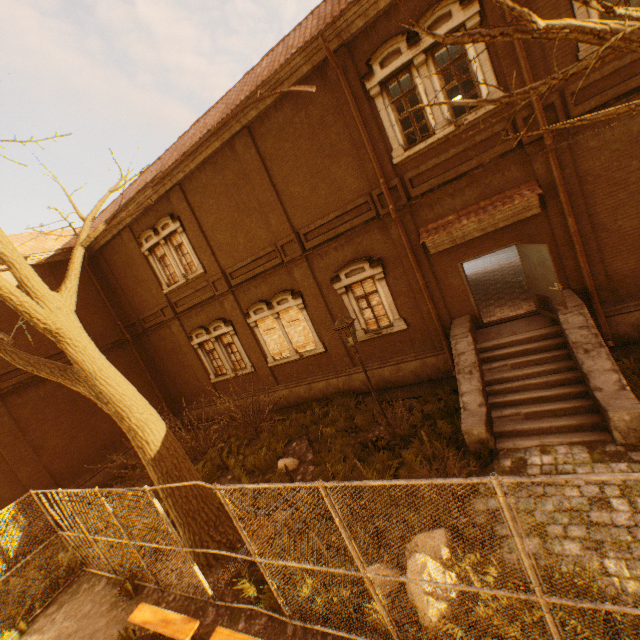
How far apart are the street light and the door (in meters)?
4.21

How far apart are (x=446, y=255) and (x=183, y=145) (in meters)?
10.72

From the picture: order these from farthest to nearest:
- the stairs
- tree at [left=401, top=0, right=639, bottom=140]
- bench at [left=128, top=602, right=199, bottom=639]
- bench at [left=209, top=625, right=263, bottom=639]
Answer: the stairs < bench at [left=128, top=602, right=199, bottom=639] < bench at [left=209, top=625, right=263, bottom=639] < tree at [left=401, top=0, right=639, bottom=140]

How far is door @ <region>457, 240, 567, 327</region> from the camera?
7.8 meters

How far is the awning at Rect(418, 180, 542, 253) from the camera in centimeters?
838cm

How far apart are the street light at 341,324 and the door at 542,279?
4.21m

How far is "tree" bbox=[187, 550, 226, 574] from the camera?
7.51m

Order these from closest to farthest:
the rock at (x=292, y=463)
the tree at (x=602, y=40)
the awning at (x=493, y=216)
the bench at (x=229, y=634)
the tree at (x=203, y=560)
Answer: the tree at (x=602, y=40)
the bench at (x=229, y=634)
the tree at (x=203, y=560)
the awning at (x=493, y=216)
the rock at (x=292, y=463)
